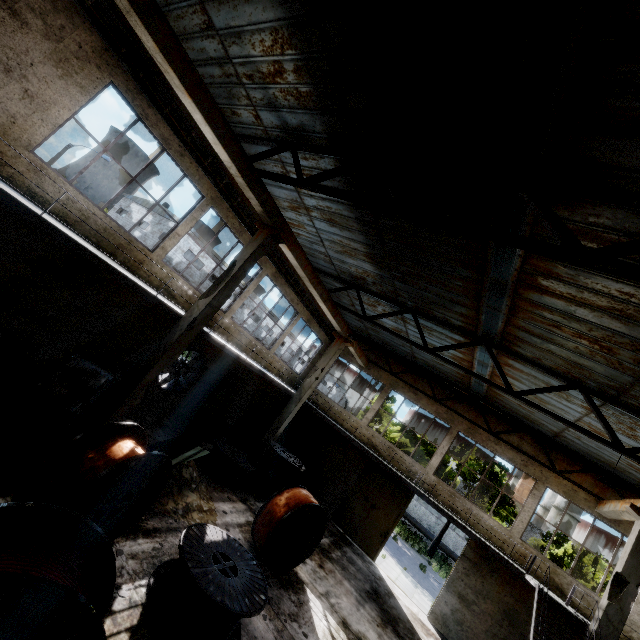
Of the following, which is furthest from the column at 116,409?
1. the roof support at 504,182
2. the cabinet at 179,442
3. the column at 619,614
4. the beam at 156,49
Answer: the column at 619,614

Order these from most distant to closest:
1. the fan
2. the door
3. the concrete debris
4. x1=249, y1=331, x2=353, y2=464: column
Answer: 1. the door
2. x1=249, y1=331, x2=353, y2=464: column
3. the fan
4. the concrete debris

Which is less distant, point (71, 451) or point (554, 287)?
point (71, 451)

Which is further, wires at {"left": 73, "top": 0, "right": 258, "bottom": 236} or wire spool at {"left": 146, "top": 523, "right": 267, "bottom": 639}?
wires at {"left": 73, "top": 0, "right": 258, "bottom": 236}

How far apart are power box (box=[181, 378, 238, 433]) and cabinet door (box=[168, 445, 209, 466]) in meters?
5.1 m

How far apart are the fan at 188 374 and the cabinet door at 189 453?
4.2 meters

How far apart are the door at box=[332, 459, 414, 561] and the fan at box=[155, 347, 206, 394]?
10.0 meters

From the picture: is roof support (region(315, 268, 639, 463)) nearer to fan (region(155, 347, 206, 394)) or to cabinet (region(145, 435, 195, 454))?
fan (region(155, 347, 206, 394))
